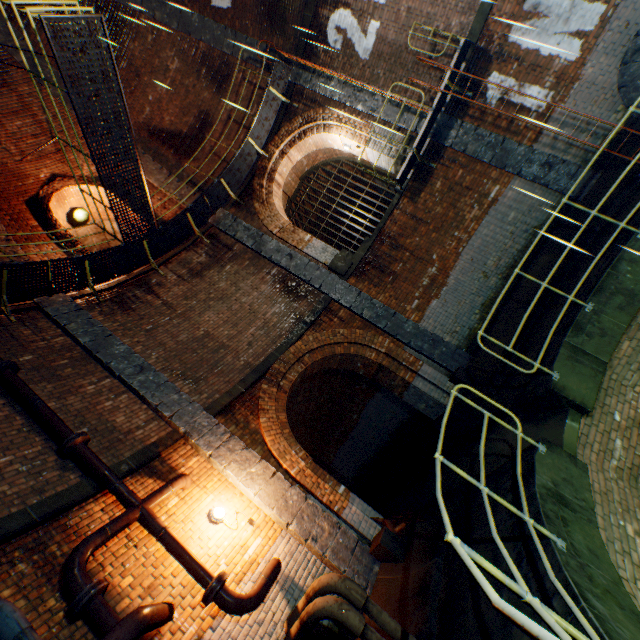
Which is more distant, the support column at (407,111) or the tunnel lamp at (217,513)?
the support column at (407,111)

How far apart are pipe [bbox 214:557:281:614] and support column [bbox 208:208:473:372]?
5.81m

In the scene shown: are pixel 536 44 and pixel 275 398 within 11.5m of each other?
yes

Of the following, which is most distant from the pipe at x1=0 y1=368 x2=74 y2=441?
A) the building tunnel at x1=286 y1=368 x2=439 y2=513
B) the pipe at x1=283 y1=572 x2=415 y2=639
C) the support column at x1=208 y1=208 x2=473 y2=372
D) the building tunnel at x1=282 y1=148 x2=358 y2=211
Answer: the building tunnel at x1=282 y1=148 x2=358 y2=211

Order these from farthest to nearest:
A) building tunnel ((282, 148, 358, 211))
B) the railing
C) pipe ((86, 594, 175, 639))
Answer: building tunnel ((282, 148, 358, 211)) < pipe ((86, 594, 175, 639)) < the railing

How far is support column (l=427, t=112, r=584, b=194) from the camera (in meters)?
8.06

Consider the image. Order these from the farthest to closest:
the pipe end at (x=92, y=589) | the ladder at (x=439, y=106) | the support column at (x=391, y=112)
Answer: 1. the support column at (x=391, y=112)
2. the ladder at (x=439, y=106)
3. the pipe end at (x=92, y=589)

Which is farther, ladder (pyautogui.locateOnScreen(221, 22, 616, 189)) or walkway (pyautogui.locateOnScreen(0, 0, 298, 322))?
ladder (pyautogui.locateOnScreen(221, 22, 616, 189))
